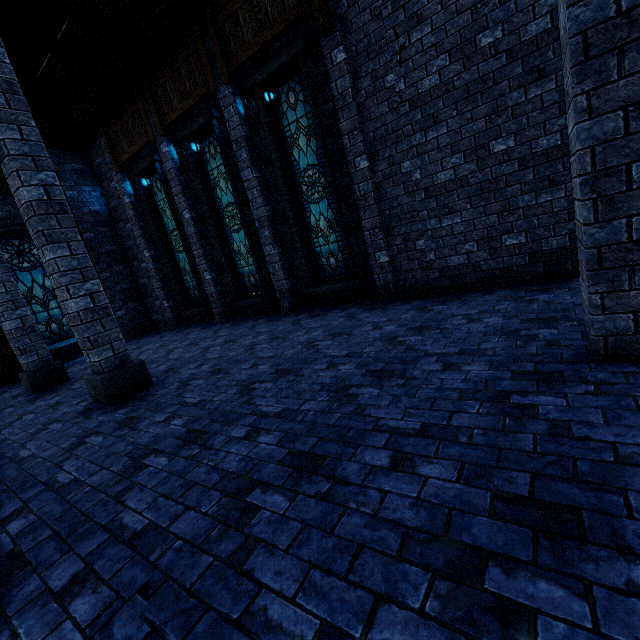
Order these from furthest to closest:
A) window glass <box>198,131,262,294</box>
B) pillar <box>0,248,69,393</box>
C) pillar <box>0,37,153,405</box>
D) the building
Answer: window glass <box>198,131,262,294</box> < pillar <box>0,248,69,393</box> < pillar <box>0,37,153,405</box> < the building

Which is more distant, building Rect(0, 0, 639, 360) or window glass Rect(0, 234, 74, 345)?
window glass Rect(0, 234, 74, 345)

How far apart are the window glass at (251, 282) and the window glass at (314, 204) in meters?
1.8 m

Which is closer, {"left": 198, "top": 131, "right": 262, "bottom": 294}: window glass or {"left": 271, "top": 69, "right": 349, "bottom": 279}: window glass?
{"left": 271, "top": 69, "right": 349, "bottom": 279}: window glass

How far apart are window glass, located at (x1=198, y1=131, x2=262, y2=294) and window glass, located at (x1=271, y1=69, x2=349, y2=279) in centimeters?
184cm

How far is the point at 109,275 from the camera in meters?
12.2

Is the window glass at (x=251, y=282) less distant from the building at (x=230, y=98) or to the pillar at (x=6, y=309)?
the building at (x=230, y=98)

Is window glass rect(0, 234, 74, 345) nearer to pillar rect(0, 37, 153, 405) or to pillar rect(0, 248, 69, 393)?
pillar rect(0, 248, 69, 393)
